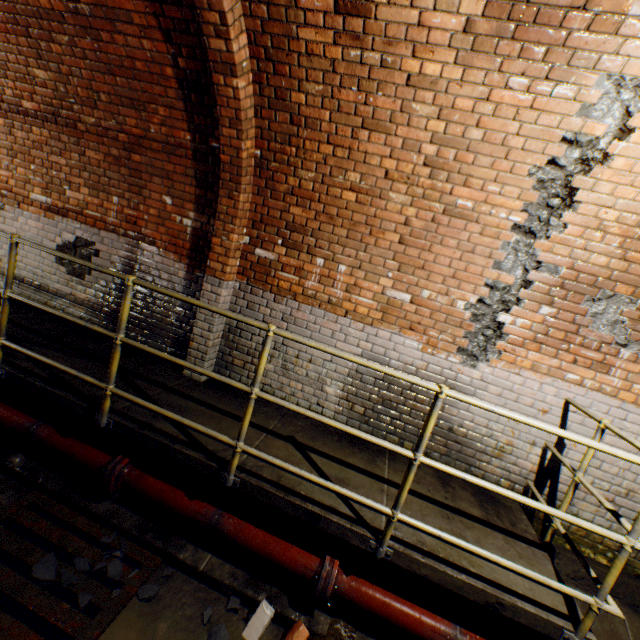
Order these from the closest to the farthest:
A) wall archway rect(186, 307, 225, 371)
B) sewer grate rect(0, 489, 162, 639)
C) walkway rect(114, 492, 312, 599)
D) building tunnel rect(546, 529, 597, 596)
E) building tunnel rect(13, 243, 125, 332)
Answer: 1. sewer grate rect(0, 489, 162, 639)
2. walkway rect(114, 492, 312, 599)
3. building tunnel rect(546, 529, 597, 596)
4. wall archway rect(186, 307, 225, 371)
5. building tunnel rect(13, 243, 125, 332)

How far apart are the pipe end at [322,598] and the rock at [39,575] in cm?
153

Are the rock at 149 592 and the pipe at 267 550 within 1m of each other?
yes

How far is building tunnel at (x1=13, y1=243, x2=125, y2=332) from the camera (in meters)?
4.33

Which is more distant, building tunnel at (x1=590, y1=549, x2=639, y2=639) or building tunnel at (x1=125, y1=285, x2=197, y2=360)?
building tunnel at (x1=125, y1=285, x2=197, y2=360)

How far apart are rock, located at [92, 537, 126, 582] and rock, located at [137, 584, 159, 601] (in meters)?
0.24

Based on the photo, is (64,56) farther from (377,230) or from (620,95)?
(620,95)
